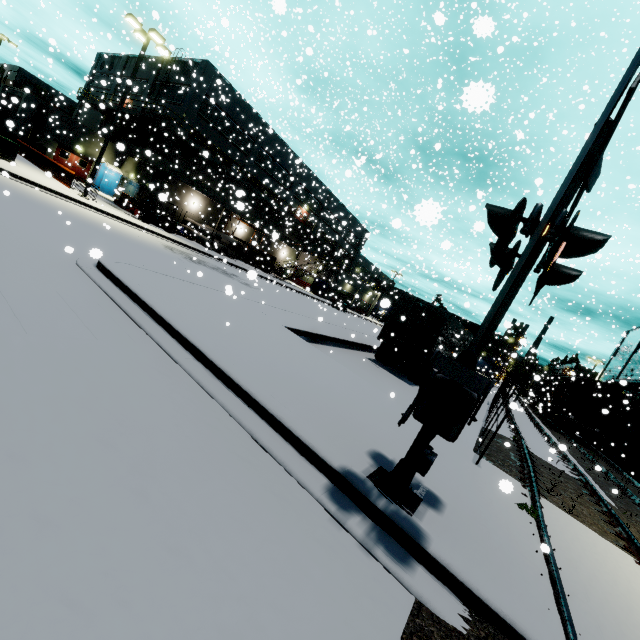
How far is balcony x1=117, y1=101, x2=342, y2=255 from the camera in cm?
2605

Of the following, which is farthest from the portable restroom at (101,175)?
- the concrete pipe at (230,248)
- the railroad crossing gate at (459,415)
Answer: the railroad crossing gate at (459,415)

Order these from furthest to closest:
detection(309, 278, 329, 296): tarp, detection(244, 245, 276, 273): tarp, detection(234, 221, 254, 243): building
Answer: detection(309, 278, 329, 296): tarp, detection(234, 221, 254, 243): building, detection(244, 245, 276, 273): tarp

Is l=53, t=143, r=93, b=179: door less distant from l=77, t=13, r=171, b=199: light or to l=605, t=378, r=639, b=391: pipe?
l=605, t=378, r=639, b=391: pipe

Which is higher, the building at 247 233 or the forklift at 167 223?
the building at 247 233

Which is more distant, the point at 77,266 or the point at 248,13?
the point at 248,13

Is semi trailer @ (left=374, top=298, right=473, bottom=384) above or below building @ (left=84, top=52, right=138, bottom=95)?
below

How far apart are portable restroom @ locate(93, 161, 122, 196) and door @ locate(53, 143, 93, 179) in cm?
77
